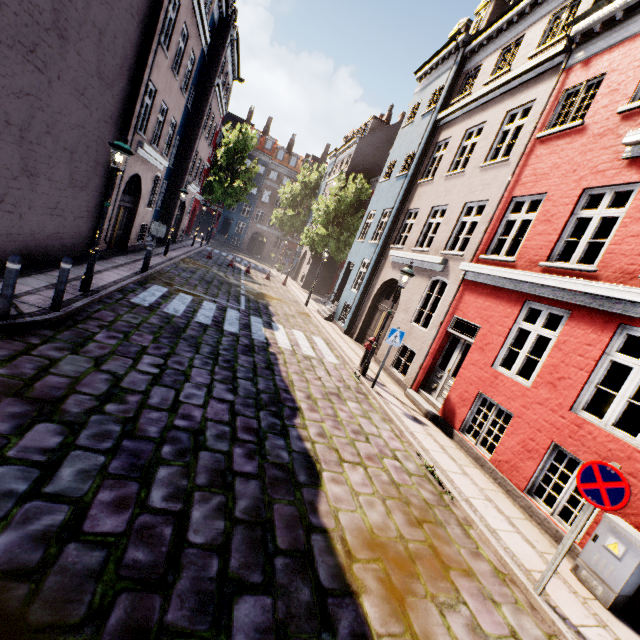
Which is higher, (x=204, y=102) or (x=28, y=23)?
(x=204, y=102)

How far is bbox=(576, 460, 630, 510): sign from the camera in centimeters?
364cm

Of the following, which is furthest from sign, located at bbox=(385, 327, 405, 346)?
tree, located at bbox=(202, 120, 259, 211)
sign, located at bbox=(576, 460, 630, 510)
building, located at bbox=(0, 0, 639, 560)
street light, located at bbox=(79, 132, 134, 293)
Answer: tree, located at bbox=(202, 120, 259, 211)

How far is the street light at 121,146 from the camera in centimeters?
726cm

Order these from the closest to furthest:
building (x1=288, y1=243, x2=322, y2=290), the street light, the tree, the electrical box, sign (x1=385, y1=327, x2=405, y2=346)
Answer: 1. the electrical box
2. the street light
3. sign (x1=385, y1=327, x2=405, y2=346)
4. building (x1=288, y1=243, x2=322, y2=290)
5. the tree

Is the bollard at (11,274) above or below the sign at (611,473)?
below

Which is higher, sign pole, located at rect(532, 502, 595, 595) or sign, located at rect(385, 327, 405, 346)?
sign, located at rect(385, 327, 405, 346)

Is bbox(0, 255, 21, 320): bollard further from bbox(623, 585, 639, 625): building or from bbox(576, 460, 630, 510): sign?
bbox(623, 585, 639, 625): building
